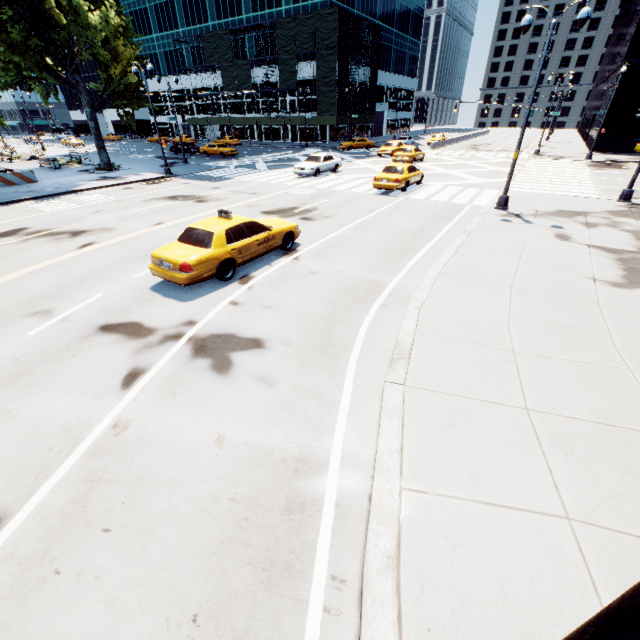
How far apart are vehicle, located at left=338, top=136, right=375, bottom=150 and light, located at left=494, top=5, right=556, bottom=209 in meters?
32.8

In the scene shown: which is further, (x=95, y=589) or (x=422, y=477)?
(x=422, y=477)

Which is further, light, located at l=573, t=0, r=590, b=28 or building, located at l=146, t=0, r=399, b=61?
building, located at l=146, t=0, r=399, b=61

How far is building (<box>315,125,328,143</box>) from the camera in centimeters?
5275cm

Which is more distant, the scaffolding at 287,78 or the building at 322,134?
the building at 322,134

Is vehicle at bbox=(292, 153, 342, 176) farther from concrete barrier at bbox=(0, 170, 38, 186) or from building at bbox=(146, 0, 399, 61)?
building at bbox=(146, 0, 399, 61)

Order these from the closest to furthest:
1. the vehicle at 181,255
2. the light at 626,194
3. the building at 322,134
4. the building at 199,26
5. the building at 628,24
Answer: the vehicle at 181,255 < the light at 626,194 < the building at 628,24 < the building at 199,26 < the building at 322,134

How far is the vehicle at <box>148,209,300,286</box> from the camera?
8.5m
